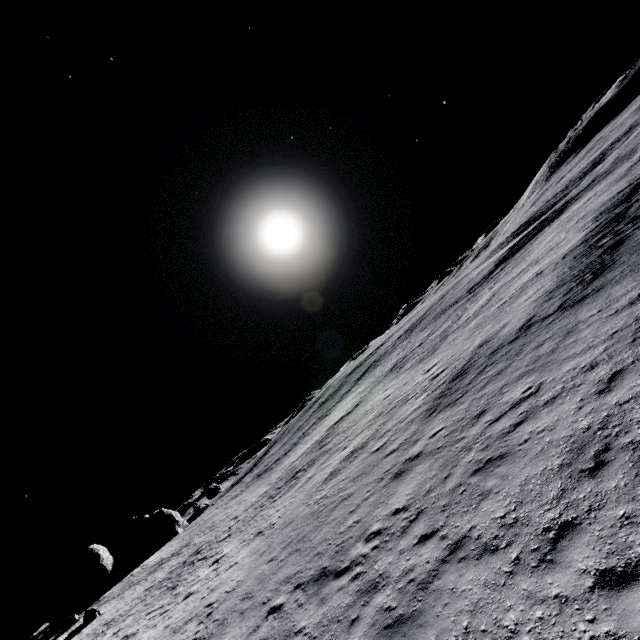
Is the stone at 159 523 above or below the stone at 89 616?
above

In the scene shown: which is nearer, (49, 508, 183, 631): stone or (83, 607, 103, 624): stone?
(83, 607, 103, 624): stone

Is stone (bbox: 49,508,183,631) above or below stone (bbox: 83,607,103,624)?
above

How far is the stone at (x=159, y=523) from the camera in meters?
43.7 m

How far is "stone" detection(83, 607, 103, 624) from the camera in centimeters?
3359cm

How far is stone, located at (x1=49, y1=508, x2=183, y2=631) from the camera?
43.7 meters

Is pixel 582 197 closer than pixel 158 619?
No
